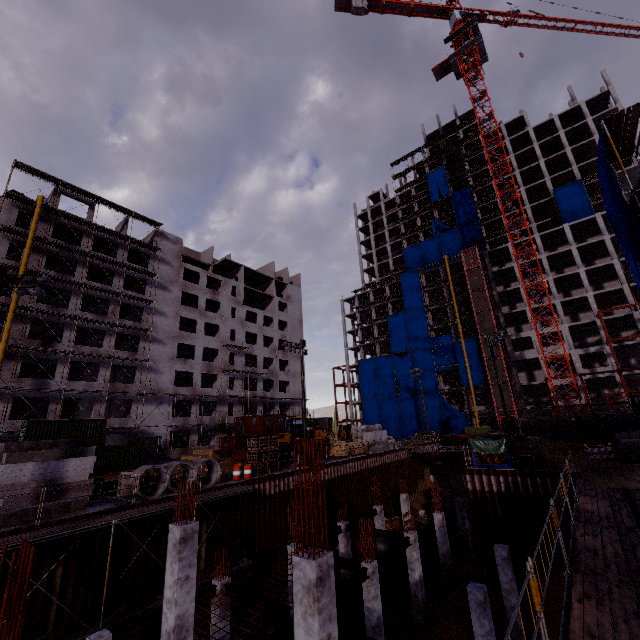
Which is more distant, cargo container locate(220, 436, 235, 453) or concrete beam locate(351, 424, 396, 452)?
cargo container locate(220, 436, 235, 453)

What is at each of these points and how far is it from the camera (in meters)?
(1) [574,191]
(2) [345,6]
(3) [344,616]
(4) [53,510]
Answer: (1) tarp, 53.59
(2) tower crane, 59.56
(3) pipe, 16.42
(4) concrete beam, 15.09

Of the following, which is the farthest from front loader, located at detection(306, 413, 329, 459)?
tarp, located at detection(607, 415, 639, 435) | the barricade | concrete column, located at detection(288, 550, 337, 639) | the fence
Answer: the fence

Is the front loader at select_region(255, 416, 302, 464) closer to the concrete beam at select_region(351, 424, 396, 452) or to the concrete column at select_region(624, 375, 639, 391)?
the concrete beam at select_region(351, 424, 396, 452)

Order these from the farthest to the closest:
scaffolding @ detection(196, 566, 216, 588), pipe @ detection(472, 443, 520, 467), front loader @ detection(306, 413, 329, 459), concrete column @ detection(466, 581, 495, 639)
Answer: front loader @ detection(306, 413, 329, 459) < pipe @ detection(472, 443, 520, 467) < scaffolding @ detection(196, 566, 216, 588) < concrete column @ detection(466, 581, 495, 639)

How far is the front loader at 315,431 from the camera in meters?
31.6 m

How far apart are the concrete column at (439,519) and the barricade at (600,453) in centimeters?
1022cm

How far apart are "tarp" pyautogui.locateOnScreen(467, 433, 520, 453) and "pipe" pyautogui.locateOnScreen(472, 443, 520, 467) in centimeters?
1cm
